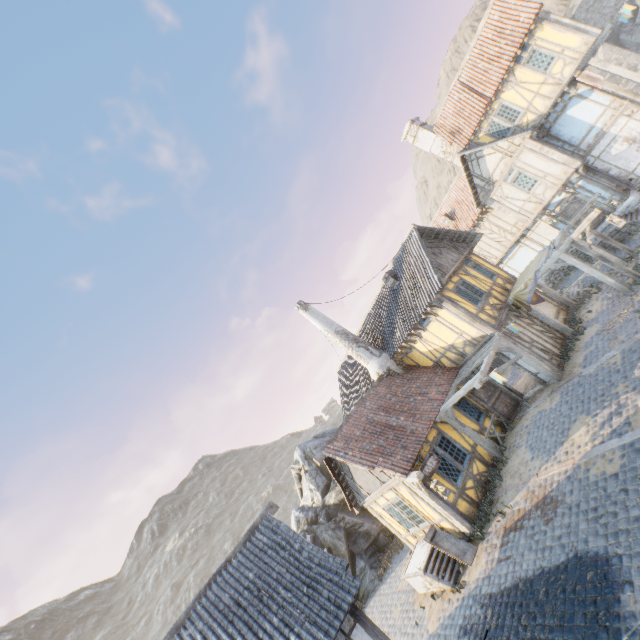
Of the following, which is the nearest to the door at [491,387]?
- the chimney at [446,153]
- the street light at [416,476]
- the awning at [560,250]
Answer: the awning at [560,250]

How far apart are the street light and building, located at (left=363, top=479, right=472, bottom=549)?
0.0m

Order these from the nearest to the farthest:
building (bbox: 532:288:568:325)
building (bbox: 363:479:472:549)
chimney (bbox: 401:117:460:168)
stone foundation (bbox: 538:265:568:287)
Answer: building (bbox: 363:479:472:549)
building (bbox: 532:288:568:325)
stone foundation (bbox: 538:265:568:287)
chimney (bbox: 401:117:460:168)

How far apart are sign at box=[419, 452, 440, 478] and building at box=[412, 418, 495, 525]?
0.3 meters

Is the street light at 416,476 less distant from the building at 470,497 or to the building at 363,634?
the building at 470,497

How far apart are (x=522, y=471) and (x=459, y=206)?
19.4 meters

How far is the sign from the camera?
11.51m

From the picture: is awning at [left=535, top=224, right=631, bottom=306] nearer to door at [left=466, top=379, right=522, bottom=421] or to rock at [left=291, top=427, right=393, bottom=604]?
door at [left=466, top=379, right=522, bottom=421]
